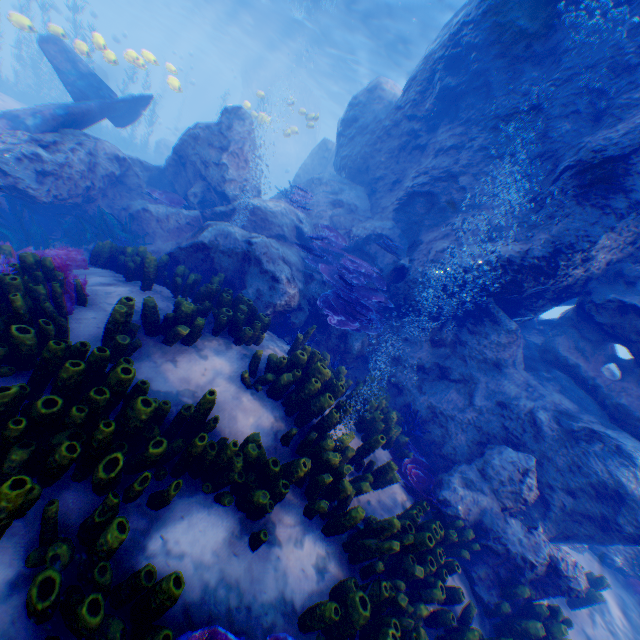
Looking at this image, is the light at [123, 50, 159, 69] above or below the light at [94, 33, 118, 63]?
above

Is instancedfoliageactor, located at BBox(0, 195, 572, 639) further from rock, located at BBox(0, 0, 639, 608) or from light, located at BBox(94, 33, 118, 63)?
light, located at BBox(94, 33, 118, 63)

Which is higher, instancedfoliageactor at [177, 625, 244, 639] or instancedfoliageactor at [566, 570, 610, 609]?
instancedfoliageactor at [177, 625, 244, 639]

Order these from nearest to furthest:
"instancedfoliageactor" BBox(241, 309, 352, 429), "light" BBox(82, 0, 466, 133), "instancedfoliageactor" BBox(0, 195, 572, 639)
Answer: "instancedfoliageactor" BBox(0, 195, 572, 639)
"instancedfoliageactor" BBox(241, 309, 352, 429)
"light" BBox(82, 0, 466, 133)

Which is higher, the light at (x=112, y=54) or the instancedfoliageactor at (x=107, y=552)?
the light at (x=112, y=54)

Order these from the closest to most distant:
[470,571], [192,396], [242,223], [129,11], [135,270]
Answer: [192,396]
[470,571]
[135,270]
[242,223]
[129,11]

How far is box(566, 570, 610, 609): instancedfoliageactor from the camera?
5.36m

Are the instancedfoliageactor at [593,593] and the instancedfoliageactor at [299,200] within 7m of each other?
no
